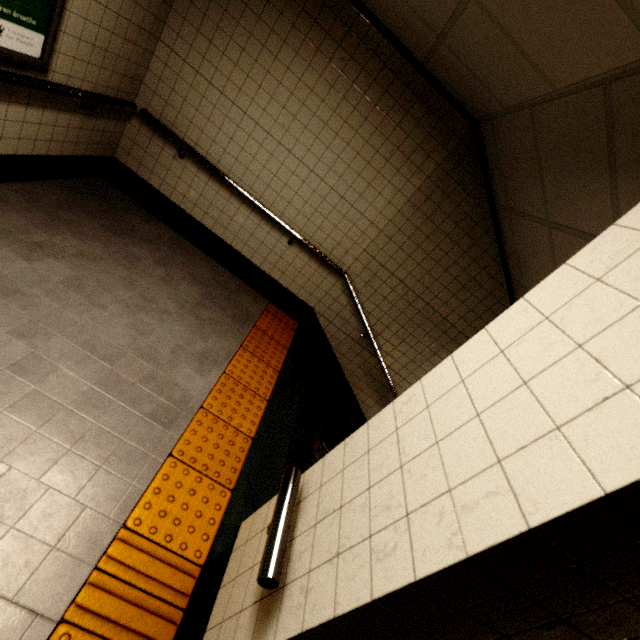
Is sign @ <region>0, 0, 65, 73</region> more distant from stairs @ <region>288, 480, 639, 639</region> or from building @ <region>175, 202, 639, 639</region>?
stairs @ <region>288, 480, 639, 639</region>

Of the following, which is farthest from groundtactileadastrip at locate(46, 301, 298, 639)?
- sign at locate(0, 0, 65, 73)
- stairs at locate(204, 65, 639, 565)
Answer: sign at locate(0, 0, 65, 73)

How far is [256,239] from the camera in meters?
3.9

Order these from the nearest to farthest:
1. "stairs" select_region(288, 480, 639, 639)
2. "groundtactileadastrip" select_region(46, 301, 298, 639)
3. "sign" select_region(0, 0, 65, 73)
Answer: "stairs" select_region(288, 480, 639, 639) < "groundtactileadastrip" select_region(46, 301, 298, 639) < "sign" select_region(0, 0, 65, 73)

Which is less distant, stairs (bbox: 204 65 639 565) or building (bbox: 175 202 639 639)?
building (bbox: 175 202 639 639)

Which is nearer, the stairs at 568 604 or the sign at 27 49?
the stairs at 568 604

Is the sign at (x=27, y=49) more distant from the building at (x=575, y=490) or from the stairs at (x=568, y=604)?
the stairs at (x=568, y=604)

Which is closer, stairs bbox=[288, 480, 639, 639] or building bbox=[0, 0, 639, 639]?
stairs bbox=[288, 480, 639, 639]
